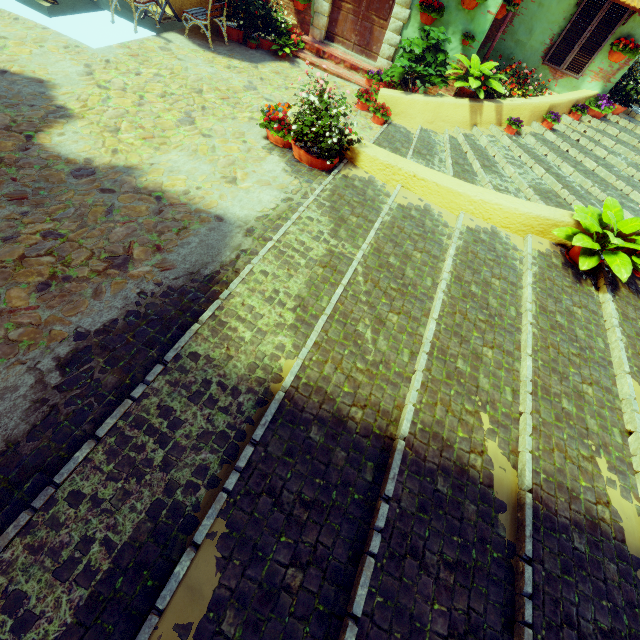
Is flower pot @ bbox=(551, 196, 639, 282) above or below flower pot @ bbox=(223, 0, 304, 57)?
above

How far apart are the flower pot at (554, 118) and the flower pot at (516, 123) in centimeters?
74cm

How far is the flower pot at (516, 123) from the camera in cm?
680

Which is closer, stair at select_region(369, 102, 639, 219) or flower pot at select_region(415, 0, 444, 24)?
stair at select_region(369, 102, 639, 219)

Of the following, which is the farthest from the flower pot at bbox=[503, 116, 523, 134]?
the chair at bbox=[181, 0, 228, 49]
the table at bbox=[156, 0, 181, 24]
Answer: the table at bbox=[156, 0, 181, 24]

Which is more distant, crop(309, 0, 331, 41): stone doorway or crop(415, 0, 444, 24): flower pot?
crop(309, 0, 331, 41): stone doorway

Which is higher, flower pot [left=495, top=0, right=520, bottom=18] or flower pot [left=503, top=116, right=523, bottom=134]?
flower pot [left=495, top=0, right=520, bottom=18]

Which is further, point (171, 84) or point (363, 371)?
point (171, 84)
